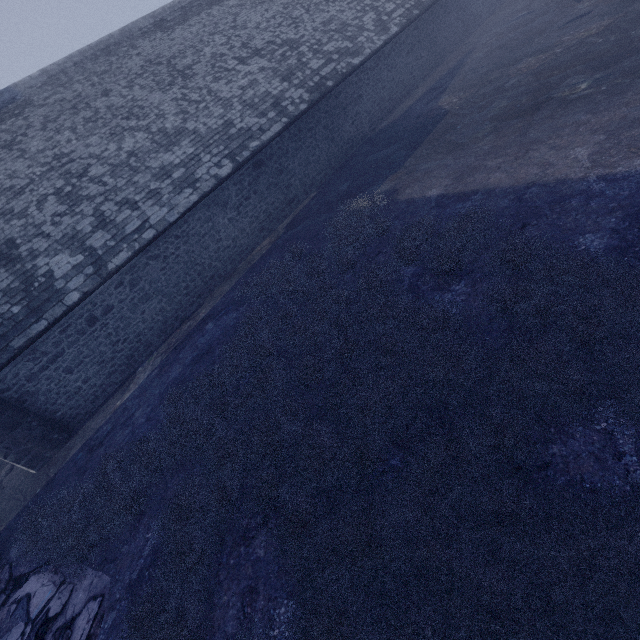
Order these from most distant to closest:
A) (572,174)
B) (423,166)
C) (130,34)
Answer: (130,34), (423,166), (572,174)
